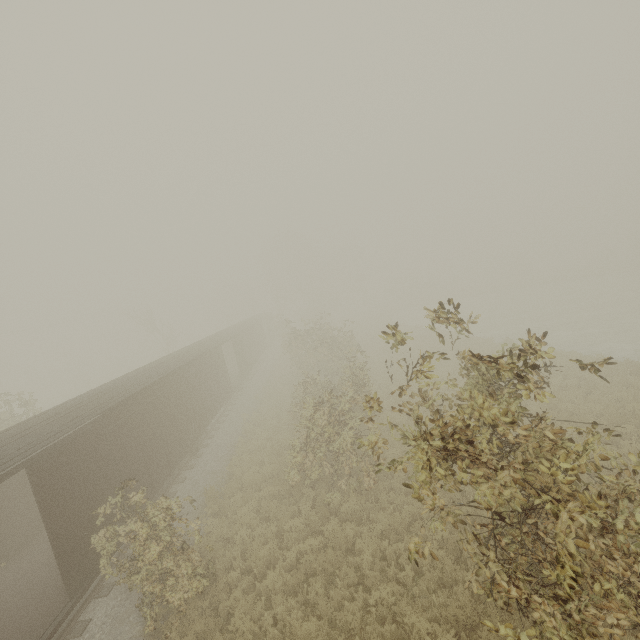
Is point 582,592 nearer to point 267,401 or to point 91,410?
point 91,410
